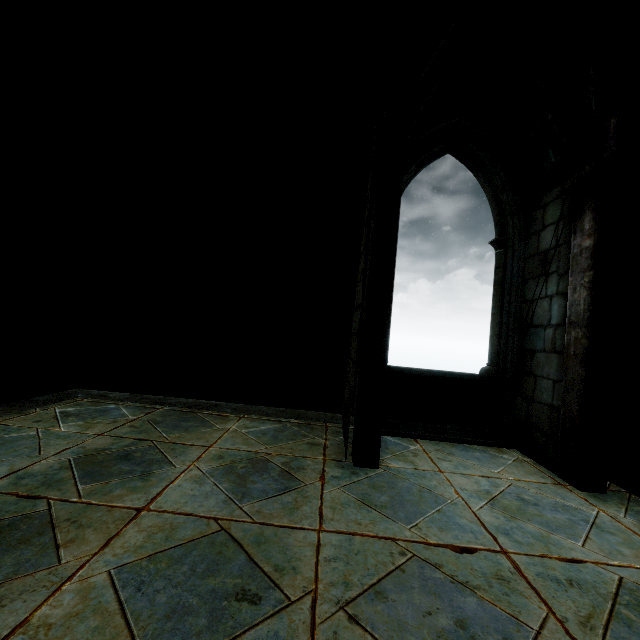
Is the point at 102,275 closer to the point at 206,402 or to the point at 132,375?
the point at 132,375
